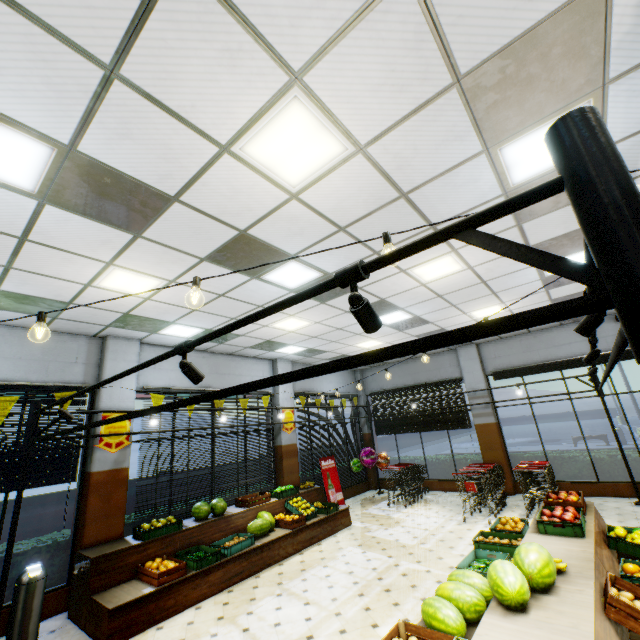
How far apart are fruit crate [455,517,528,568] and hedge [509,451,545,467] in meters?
6.3 m

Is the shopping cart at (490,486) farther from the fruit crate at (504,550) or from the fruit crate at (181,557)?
the fruit crate at (181,557)

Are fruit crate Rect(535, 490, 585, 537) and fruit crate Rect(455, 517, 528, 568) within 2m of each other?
yes

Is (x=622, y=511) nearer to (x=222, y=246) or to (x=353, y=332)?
(x=353, y=332)

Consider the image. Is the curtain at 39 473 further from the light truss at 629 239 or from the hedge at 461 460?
the hedge at 461 460

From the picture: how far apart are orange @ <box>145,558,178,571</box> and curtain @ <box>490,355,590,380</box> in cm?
1045

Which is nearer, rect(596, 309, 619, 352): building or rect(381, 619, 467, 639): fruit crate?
rect(381, 619, 467, 639): fruit crate

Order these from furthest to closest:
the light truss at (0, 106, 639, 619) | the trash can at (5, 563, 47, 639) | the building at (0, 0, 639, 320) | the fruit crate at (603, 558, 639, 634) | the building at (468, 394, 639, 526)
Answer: the building at (468, 394, 639, 526) → the trash can at (5, 563, 47, 639) → the fruit crate at (603, 558, 639, 634) → the building at (0, 0, 639, 320) → the light truss at (0, 106, 639, 619)
